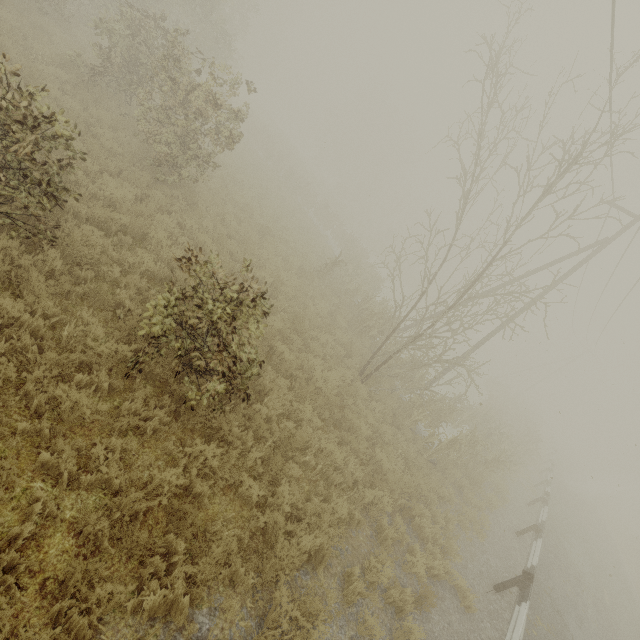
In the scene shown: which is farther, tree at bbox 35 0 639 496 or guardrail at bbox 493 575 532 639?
tree at bbox 35 0 639 496

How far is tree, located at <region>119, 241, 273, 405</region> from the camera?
4.9 meters

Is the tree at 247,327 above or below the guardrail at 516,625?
above

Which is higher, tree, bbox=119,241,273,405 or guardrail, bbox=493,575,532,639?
tree, bbox=119,241,273,405

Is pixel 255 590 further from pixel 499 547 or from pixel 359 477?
pixel 499 547

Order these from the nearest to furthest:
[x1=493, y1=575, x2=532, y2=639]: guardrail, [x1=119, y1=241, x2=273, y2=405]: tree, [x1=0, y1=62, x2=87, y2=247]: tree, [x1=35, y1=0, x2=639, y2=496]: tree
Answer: [x1=0, y1=62, x2=87, y2=247]: tree, [x1=119, y1=241, x2=273, y2=405]: tree, [x1=493, y1=575, x2=532, y2=639]: guardrail, [x1=35, y1=0, x2=639, y2=496]: tree
